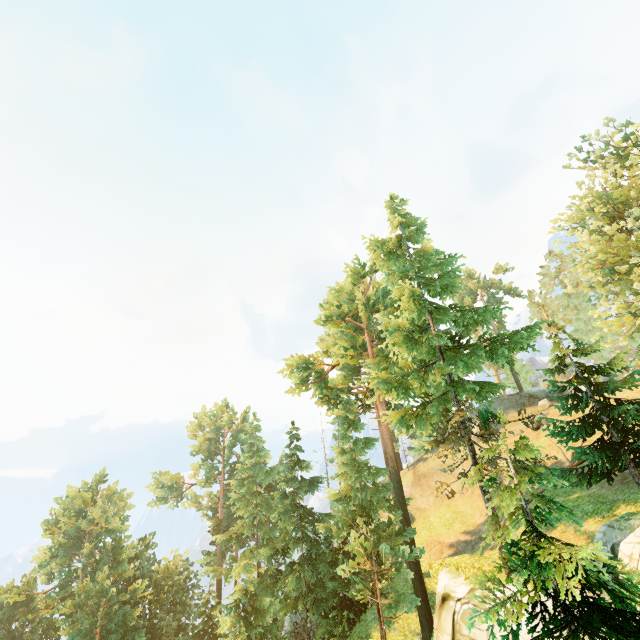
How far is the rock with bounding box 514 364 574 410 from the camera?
37.04m

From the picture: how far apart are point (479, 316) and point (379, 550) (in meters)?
16.01

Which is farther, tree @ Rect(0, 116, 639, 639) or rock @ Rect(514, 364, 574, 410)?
rock @ Rect(514, 364, 574, 410)

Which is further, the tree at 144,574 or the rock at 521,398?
the rock at 521,398

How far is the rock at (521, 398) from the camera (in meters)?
37.04
